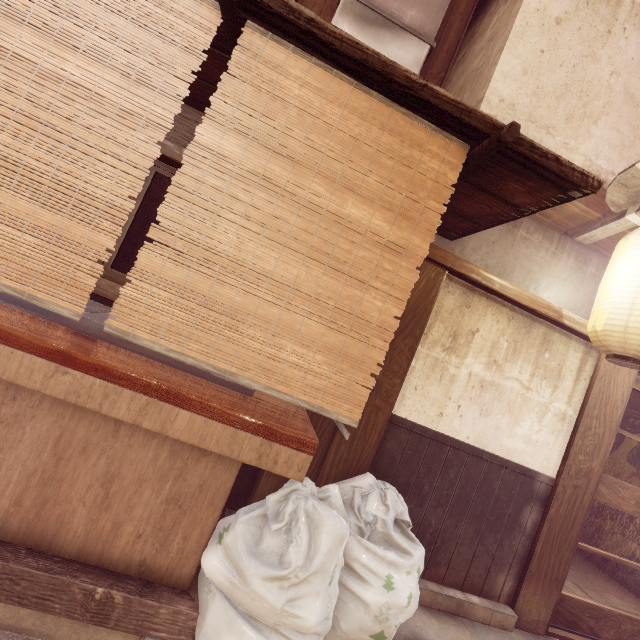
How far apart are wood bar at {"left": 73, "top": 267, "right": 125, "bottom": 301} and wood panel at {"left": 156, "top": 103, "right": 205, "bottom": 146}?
2.32m

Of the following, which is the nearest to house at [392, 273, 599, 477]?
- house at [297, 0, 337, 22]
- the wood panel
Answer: the wood panel

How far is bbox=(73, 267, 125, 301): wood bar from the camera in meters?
4.6

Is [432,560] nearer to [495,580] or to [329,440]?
[495,580]

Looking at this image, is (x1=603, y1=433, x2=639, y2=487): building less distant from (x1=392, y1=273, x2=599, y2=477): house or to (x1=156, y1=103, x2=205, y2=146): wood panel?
(x1=392, y1=273, x2=599, y2=477): house

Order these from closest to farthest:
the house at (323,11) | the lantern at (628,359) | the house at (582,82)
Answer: the lantern at (628,359), the house at (582,82), the house at (323,11)

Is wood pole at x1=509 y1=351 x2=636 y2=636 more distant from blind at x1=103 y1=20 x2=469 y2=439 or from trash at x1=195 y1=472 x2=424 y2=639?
blind at x1=103 y1=20 x2=469 y2=439

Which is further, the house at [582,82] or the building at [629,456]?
the building at [629,456]
